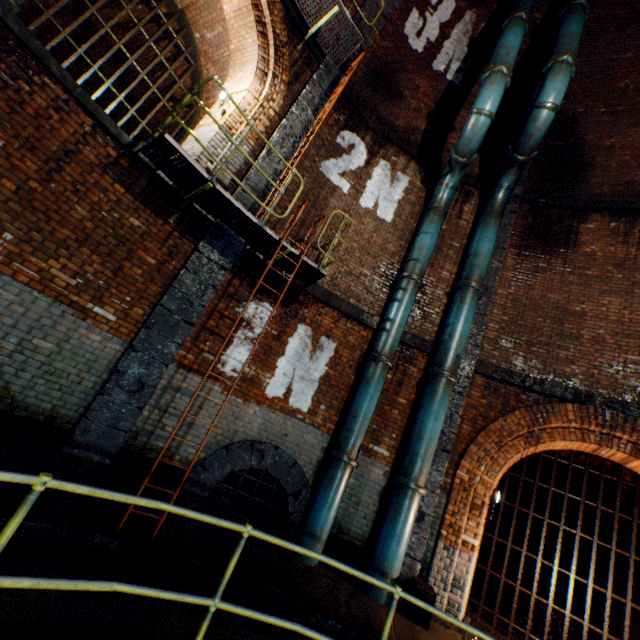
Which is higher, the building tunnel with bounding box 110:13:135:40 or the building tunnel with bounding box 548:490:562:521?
the building tunnel with bounding box 110:13:135:40

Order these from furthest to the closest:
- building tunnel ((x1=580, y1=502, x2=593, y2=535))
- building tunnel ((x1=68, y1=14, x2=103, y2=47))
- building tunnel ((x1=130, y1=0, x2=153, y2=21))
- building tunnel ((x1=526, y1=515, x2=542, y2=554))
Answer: building tunnel ((x1=526, y1=515, x2=542, y2=554)) < building tunnel ((x1=580, y1=502, x2=593, y2=535)) < building tunnel ((x1=68, y1=14, x2=103, y2=47)) < building tunnel ((x1=130, y1=0, x2=153, y2=21))

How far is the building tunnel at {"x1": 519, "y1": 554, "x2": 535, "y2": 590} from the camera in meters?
15.2

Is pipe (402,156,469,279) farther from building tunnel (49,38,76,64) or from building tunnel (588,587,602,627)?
building tunnel (588,587,602,627)

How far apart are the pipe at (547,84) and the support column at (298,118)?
4.1 meters

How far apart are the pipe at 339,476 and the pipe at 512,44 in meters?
8.3 m

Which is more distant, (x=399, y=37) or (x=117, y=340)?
(x=399, y=37)

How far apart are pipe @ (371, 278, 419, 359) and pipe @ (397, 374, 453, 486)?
0.79m
